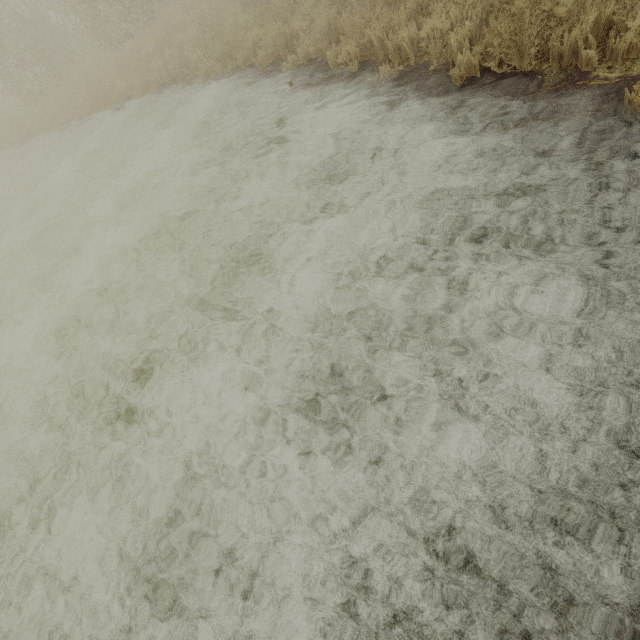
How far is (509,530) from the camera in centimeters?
225cm
